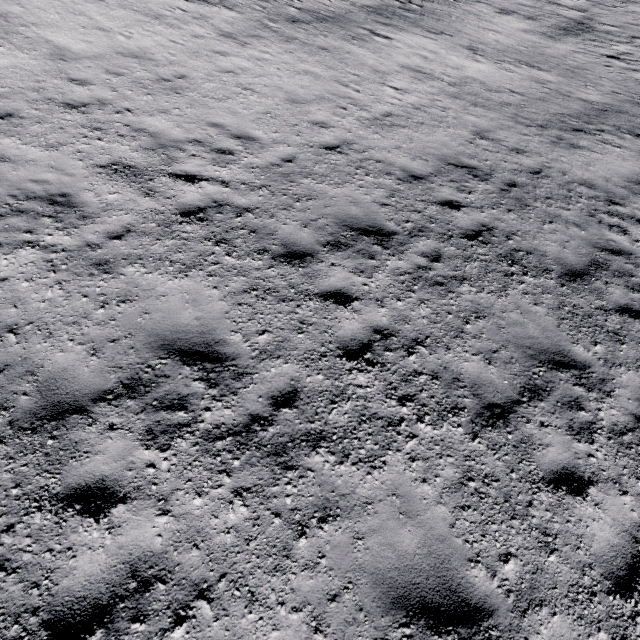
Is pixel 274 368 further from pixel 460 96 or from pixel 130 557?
pixel 460 96
